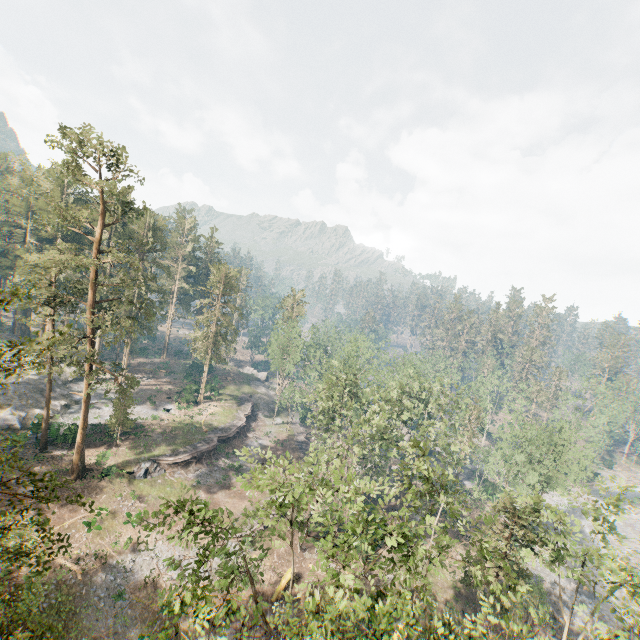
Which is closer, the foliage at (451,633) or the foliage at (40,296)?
the foliage at (451,633)

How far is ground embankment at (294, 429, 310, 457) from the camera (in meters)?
51.55

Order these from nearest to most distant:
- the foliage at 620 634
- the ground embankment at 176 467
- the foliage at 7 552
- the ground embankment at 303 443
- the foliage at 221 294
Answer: the foliage at 7 552
the foliage at 620 634
the ground embankment at 176 467
the ground embankment at 303 443
the foliage at 221 294

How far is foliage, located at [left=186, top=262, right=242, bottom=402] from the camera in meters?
52.6 m

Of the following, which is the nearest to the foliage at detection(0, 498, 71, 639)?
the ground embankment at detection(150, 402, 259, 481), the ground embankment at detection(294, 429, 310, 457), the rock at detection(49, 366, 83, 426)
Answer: the rock at detection(49, 366, 83, 426)

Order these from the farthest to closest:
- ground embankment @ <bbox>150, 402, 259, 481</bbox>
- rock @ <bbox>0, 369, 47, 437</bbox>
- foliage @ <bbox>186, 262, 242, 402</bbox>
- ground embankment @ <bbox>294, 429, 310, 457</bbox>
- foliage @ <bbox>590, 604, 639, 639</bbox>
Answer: foliage @ <bbox>186, 262, 242, 402</bbox>
ground embankment @ <bbox>294, 429, 310, 457</bbox>
ground embankment @ <bbox>150, 402, 259, 481</bbox>
rock @ <bbox>0, 369, 47, 437</bbox>
foliage @ <bbox>590, 604, 639, 639</bbox>

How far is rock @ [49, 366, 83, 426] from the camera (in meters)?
41.64

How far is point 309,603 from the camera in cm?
2158
